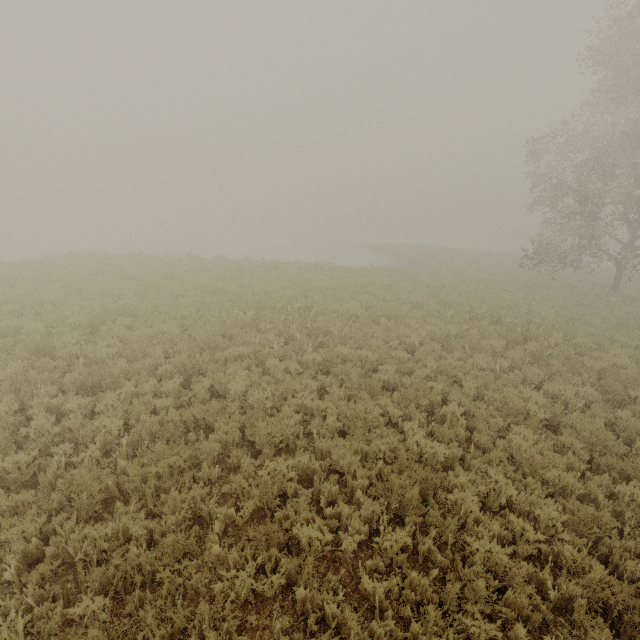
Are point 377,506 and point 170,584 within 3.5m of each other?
yes
